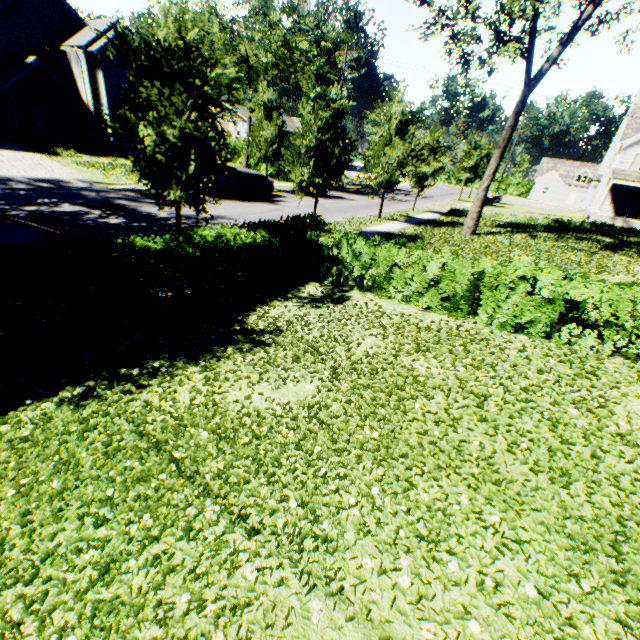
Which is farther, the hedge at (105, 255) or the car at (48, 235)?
the car at (48, 235)

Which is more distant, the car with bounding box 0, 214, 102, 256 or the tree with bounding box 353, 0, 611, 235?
the tree with bounding box 353, 0, 611, 235

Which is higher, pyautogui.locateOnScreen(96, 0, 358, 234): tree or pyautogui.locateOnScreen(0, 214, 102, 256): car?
pyautogui.locateOnScreen(96, 0, 358, 234): tree

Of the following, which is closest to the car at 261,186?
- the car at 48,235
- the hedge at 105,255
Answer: the hedge at 105,255

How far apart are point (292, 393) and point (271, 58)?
39.4 meters

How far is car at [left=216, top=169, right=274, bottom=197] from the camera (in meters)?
22.16

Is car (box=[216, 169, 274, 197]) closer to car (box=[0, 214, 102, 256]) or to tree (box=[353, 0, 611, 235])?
tree (box=[353, 0, 611, 235])

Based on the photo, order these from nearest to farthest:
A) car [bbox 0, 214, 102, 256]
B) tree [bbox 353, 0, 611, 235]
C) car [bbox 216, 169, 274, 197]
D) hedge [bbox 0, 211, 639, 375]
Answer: hedge [bbox 0, 211, 639, 375] → car [bbox 0, 214, 102, 256] → tree [bbox 353, 0, 611, 235] → car [bbox 216, 169, 274, 197]
